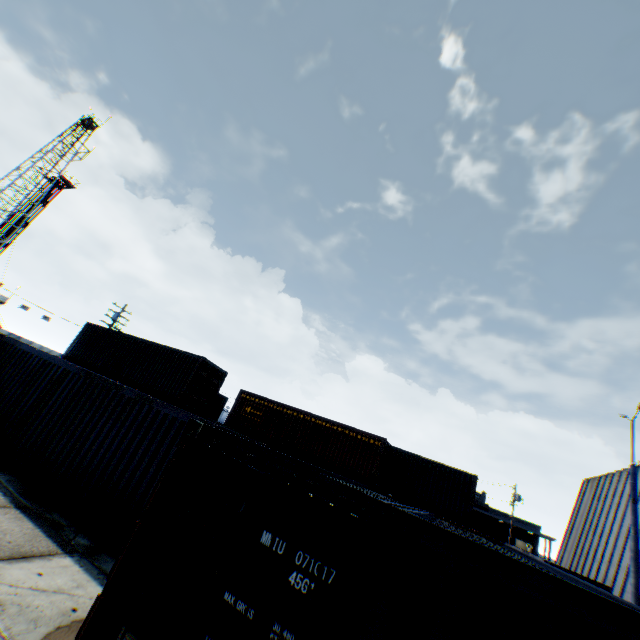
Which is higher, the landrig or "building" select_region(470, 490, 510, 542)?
the landrig

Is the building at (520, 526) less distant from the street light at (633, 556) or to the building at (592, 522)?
the building at (592, 522)

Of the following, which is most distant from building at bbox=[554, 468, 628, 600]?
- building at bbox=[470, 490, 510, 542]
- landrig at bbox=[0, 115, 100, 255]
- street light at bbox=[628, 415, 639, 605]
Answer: landrig at bbox=[0, 115, 100, 255]

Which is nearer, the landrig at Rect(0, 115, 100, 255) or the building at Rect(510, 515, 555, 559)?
the landrig at Rect(0, 115, 100, 255)

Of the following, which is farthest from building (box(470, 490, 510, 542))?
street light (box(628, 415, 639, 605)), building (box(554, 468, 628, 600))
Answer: street light (box(628, 415, 639, 605))

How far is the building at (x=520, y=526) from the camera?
47.1 meters

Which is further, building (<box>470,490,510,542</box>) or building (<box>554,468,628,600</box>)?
building (<box>470,490,510,542</box>)

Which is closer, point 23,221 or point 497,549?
point 497,549
